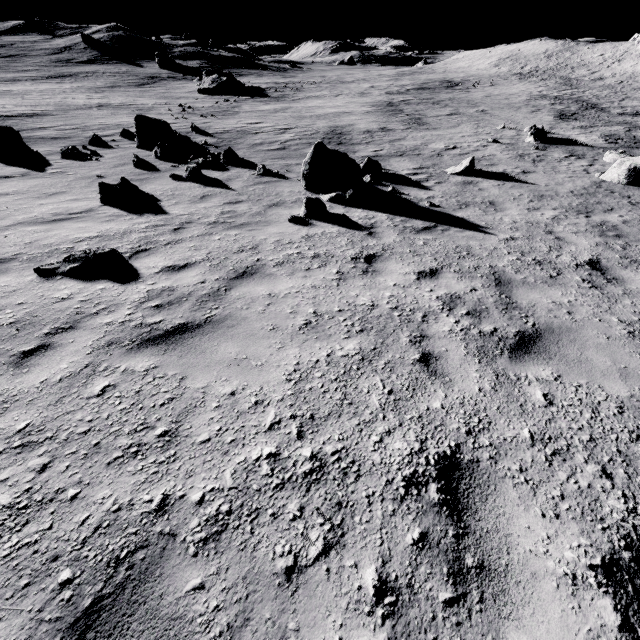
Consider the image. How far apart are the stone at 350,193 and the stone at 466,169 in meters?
4.0

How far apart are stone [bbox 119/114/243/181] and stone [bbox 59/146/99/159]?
2.2m

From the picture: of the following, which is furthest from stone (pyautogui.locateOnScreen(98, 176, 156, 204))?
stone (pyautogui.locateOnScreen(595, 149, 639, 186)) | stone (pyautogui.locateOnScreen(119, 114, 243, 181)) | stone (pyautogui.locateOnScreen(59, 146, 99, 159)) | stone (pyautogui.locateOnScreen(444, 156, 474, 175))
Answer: stone (pyautogui.locateOnScreen(595, 149, 639, 186))

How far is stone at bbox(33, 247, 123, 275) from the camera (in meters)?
4.85

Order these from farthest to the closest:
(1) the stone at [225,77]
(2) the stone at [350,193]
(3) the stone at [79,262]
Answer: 1. (1) the stone at [225,77]
2. (2) the stone at [350,193]
3. (3) the stone at [79,262]

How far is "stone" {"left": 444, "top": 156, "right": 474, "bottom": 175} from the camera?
11.59m

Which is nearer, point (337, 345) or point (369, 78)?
point (337, 345)

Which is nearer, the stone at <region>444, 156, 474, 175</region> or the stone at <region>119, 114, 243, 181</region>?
the stone at <region>119, 114, 243, 181</region>
